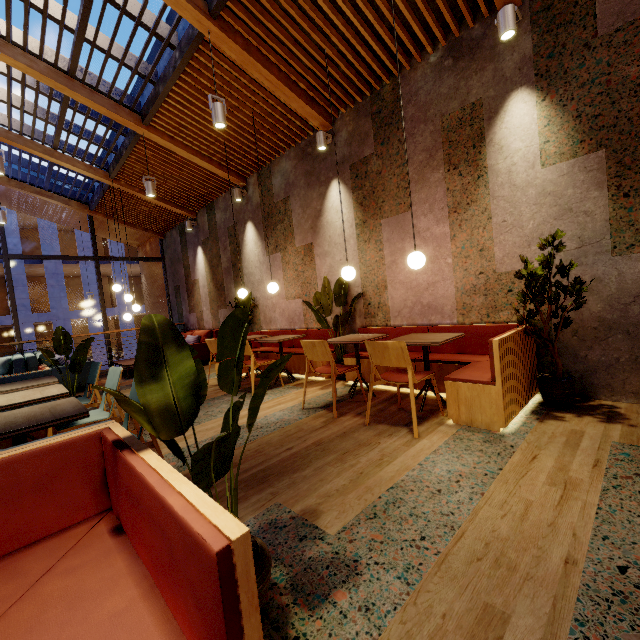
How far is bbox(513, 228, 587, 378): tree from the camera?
3.0m

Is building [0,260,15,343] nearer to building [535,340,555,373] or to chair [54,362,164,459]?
building [535,340,555,373]

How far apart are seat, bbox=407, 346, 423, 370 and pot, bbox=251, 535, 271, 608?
2.2 meters

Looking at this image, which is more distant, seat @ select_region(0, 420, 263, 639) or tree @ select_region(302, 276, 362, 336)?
tree @ select_region(302, 276, 362, 336)

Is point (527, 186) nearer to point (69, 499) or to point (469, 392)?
point (469, 392)

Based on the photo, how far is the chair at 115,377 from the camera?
2.9m

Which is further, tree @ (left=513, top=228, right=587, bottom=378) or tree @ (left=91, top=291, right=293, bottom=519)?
tree @ (left=513, top=228, right=587, bottom=378)

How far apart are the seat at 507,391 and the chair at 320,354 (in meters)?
0.61
